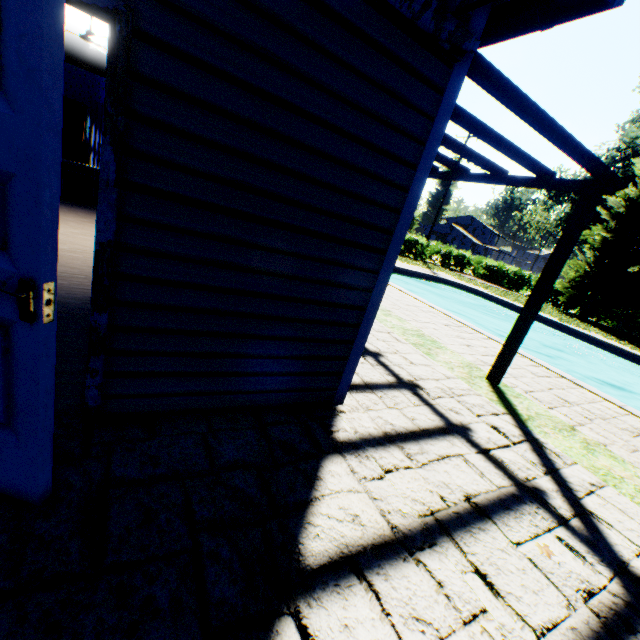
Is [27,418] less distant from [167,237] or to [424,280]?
[167,237]

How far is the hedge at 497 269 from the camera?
26.96m

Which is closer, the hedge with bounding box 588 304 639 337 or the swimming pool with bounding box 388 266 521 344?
the swimming pool with bounding box 388 266 521 344

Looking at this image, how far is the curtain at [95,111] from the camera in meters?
8.6 m

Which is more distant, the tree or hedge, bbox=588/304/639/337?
hedge, bbox=588/304/639/337

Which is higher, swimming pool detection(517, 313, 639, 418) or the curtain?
the curtain

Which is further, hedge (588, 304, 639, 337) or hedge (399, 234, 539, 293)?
hedge (399, 234, 539, 293)

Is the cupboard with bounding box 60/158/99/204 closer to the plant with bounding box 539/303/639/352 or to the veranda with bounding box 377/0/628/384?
the veranda with bounding box 377/0/628/384
